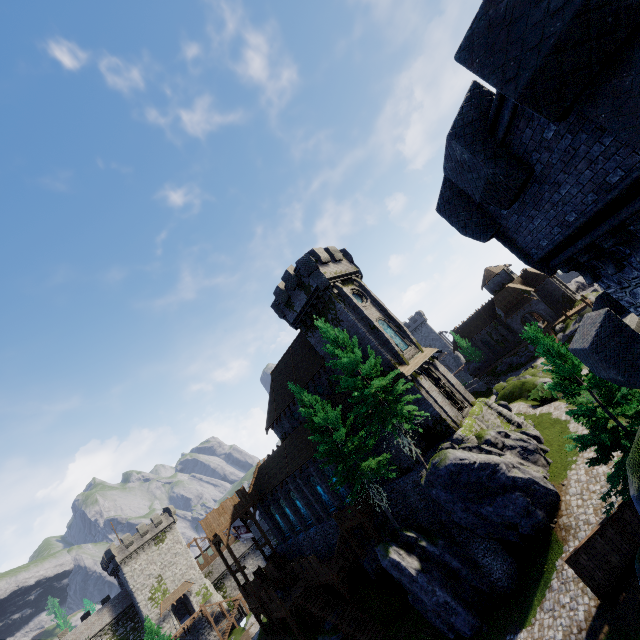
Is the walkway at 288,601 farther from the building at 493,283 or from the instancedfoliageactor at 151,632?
the building at 493,283

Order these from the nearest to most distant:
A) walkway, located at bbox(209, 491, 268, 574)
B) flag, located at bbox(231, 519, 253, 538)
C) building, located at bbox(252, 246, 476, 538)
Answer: building, located at bbox(252, 246, 476, 538)
walkway, located at bbox(209, 491, 268, 574)
flag, located at bbox(231, 519, 253, 538)

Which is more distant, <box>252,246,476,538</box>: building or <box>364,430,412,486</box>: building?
<box>252,246,476,538</box>: building

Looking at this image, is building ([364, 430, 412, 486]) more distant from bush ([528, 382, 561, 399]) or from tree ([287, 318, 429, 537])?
bush ([528, 382, 561, 399])

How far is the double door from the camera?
52.53m

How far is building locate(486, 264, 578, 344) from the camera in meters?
52.8 m

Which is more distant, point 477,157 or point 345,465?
point 345,465

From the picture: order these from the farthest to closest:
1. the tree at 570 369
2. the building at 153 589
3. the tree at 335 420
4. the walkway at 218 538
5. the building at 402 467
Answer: the building at 153 589, the walkway at 218 538, the building at 402 467, the tree at 335 420, the tree at 570 369
